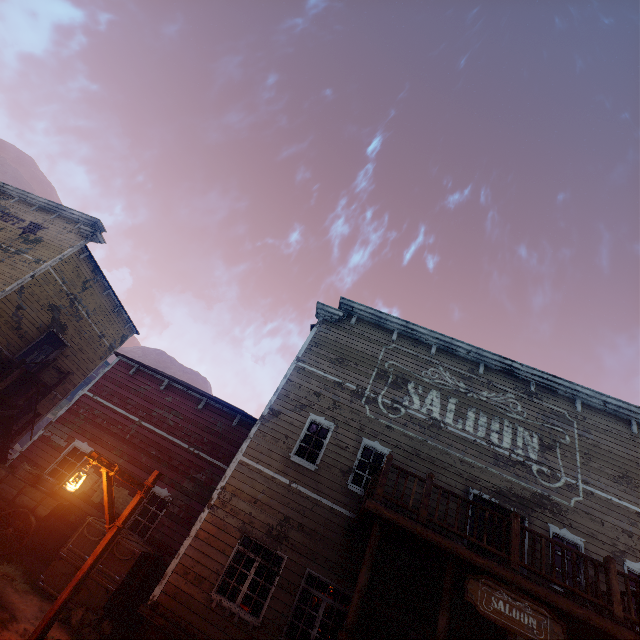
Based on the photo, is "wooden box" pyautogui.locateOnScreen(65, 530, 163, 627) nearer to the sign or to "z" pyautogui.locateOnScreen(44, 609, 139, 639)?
"z" pyautogui.locateOnScreen(44, 609, 139, 639)

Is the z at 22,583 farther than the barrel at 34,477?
No

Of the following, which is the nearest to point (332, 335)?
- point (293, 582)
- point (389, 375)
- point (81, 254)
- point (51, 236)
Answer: point (389, 375)

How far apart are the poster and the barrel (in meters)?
1.21

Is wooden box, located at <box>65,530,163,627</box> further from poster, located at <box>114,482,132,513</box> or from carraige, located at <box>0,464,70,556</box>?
carraige, located at <box>0,464,70,556</box>

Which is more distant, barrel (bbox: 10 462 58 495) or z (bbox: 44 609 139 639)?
barrel (bbox: 10 462 58 495)

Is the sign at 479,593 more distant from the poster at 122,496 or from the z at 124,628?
the poster at 122,496

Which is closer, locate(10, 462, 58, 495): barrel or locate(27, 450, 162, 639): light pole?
locate(27, 450, 162, 639): light pole
